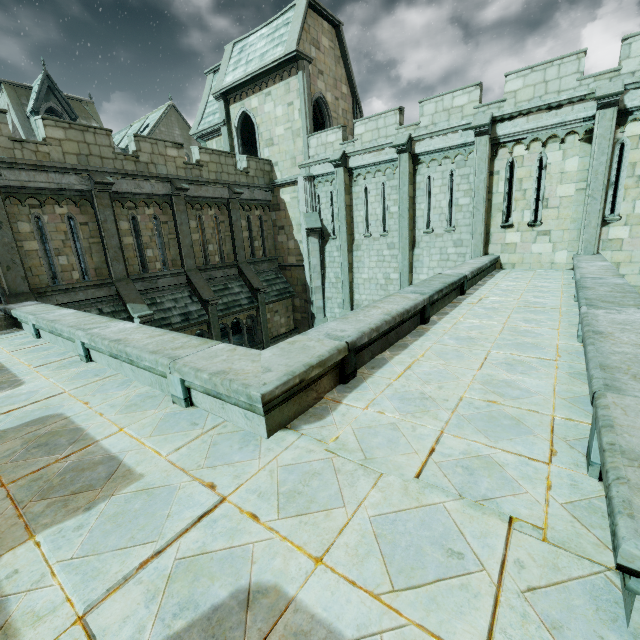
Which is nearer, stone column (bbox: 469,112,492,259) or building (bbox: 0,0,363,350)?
building (bbox: 0,0,363,350)

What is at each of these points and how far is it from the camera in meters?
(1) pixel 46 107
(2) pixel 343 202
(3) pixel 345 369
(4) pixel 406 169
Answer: (1) building, 24.4
(2) stone column, 16.6
(3) stone column, 4.2
(4) stone column, 14.4

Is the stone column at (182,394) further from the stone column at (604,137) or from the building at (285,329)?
the stone column at (604,137)

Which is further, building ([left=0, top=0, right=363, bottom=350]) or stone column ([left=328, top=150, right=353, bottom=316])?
stone column ([left=328, top=150, right=353, bottom=316])

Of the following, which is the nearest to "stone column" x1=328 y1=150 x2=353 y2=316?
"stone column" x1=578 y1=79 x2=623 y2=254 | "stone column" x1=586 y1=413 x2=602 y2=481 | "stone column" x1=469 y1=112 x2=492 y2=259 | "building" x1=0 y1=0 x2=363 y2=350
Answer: "building" x1=0 y1=0 x2=363 y2=350

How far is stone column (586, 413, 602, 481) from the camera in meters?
2.4

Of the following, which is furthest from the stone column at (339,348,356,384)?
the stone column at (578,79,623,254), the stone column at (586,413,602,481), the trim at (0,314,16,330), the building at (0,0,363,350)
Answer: the stone column at (578,79,623,254)

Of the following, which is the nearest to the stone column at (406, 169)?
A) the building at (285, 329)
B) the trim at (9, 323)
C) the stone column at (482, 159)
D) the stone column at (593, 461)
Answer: the stone column at (482, 159)
